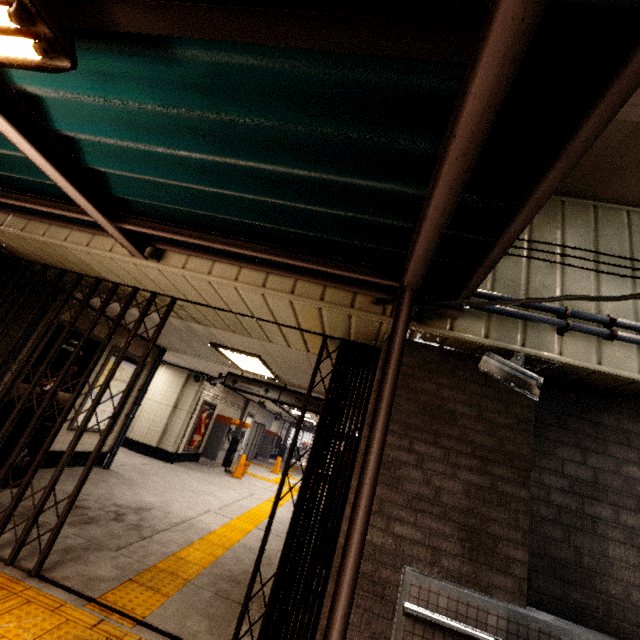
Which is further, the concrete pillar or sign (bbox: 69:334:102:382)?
sign (bbox: 69:334:102:382)

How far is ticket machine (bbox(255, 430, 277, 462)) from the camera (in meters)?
20.12

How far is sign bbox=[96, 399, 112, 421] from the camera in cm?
688

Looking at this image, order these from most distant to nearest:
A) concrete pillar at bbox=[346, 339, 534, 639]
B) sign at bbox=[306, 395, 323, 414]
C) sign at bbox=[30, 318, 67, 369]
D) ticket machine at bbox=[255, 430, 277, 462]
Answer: ticket machine at bbox=[255, 430, 277, 462] → sign at bbox=[306, 395, 323, 414] → sign at bbox=[30, 318, 67, 369] → concrete pillar at bbox=[346, 339, 534, 639]

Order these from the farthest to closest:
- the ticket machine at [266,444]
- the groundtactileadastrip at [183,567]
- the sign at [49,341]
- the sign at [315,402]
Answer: the ticket machine at [266,444] → the sign at [315,402] → the sign at [49,341] → the groundtactileadastrip at [183,567]

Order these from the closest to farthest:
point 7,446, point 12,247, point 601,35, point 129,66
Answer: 1. point 601,35
2. point 129,66
3. point 12,247
4. point 7,446

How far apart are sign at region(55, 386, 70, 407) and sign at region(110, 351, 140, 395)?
0.2 meters

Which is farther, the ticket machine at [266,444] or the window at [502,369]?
the ticket machine at [266,444]
